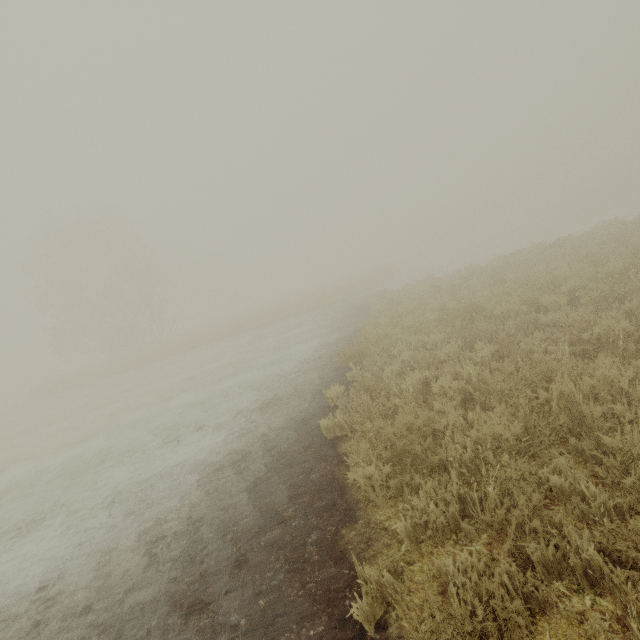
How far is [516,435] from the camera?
3.54m

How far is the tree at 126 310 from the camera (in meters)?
29.98

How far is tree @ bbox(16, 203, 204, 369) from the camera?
30.0 meters
